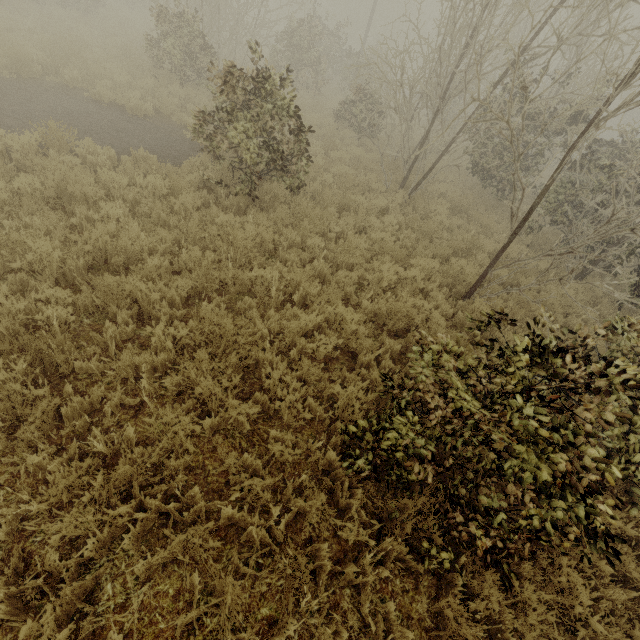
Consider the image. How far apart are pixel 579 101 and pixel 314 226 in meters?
4.8 m
